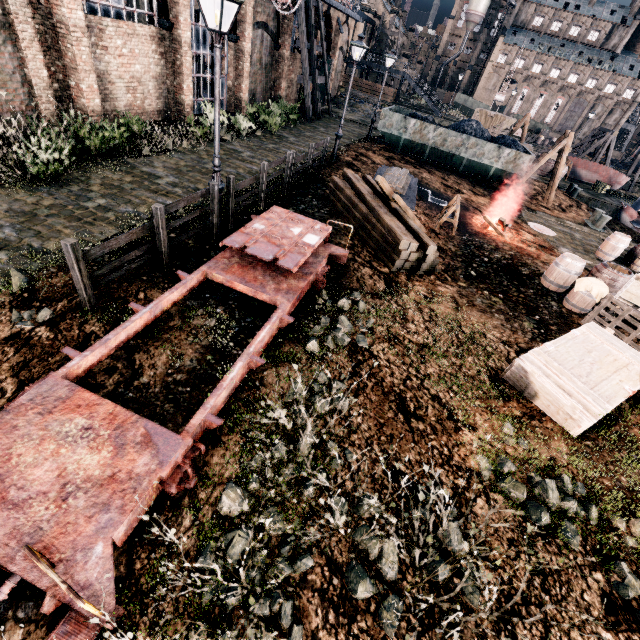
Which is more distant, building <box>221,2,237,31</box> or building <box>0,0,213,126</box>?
building <box>221,2,237,31</box>

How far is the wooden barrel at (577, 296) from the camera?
10.4 meters

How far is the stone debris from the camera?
36.4 meters

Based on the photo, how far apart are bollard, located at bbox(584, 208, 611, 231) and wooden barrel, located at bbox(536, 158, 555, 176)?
11.3m

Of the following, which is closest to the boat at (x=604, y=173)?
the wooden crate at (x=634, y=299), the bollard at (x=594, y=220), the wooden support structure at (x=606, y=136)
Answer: → the wooden support structure at (x=606, y=136)

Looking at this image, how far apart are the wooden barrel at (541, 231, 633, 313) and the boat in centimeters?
3047cm

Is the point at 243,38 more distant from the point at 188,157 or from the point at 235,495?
the point at 235,495

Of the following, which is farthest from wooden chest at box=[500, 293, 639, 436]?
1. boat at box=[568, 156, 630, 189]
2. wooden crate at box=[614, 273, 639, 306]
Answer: boat at box=[568, 156, 630, 189]
